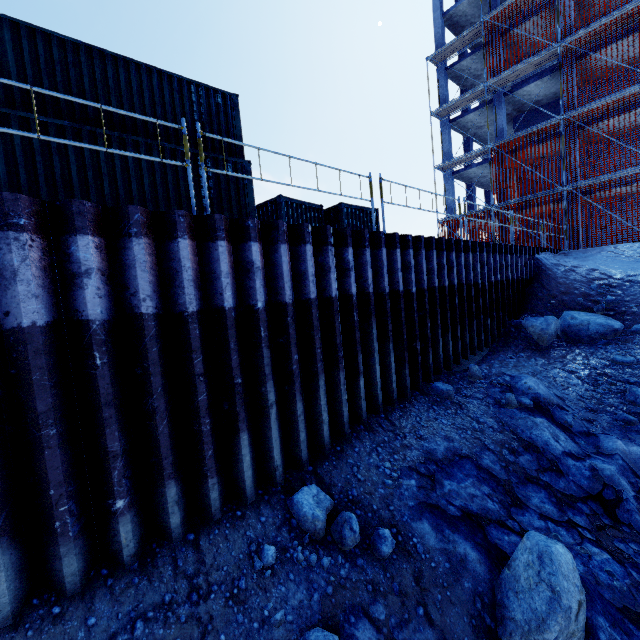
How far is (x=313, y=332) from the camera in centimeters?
532cm

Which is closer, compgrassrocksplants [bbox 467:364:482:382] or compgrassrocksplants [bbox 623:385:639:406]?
compgrassrocksplants [bbox 623:385:639:406]

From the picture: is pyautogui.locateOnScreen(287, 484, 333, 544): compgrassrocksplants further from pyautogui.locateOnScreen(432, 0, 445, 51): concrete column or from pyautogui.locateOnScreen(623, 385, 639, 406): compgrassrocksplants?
pyautogui.locateOnScreen(432, 0, 445, 51): concrete column

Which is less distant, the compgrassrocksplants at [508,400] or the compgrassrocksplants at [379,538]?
the compgrassrocksplants at [379,538]

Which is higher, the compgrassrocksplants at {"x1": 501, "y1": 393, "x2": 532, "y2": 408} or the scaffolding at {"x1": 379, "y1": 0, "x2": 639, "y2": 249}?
the scaffolding at {"x1": 379, "y1": 0, "x2": 639, "y2": 249}

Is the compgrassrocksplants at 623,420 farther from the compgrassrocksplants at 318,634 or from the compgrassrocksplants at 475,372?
the compgrassrocksplants at 318,634

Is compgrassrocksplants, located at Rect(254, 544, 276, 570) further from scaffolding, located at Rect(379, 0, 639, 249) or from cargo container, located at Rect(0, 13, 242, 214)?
cargo container, located at Rect(0, 13, 242, 214)

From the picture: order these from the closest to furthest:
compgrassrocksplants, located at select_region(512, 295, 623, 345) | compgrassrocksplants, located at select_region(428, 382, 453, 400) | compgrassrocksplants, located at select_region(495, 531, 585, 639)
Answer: compgrassrocksplants, located at select_region(495, 531, 585, 639), compgrassrocksplants, located at select_region(428, 382, 453, 400), compgrassrocksplants, located at select_region(512, 295, 623, 345)
